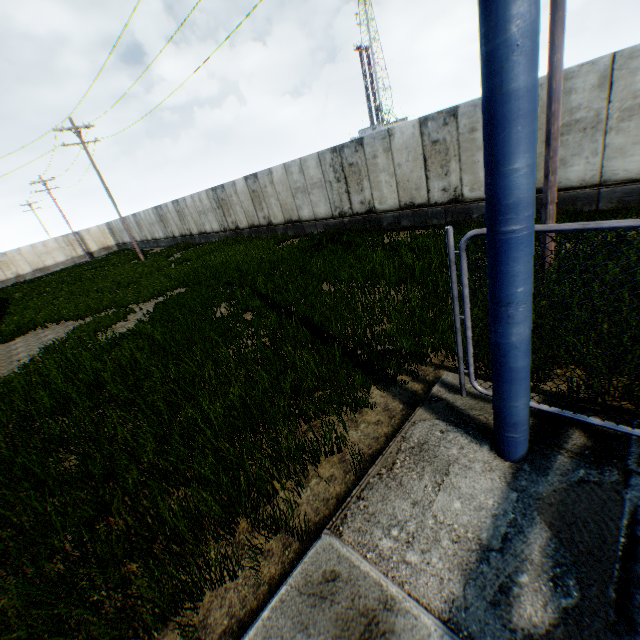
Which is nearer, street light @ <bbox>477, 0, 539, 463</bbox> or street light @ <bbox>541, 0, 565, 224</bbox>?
street light @ <bbox>477, 0, 539, 463</bbox>

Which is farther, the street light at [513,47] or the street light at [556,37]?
the street light at [556,37]

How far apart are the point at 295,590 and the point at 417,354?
3.5 meters
